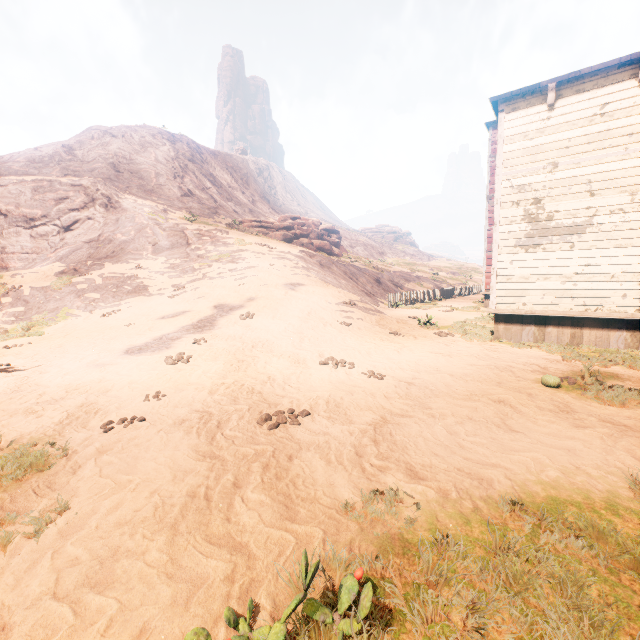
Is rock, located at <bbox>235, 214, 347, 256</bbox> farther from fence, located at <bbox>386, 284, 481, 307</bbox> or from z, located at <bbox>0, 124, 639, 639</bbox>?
fence, located at <bbox>386, 284, 481, 307</bbox>

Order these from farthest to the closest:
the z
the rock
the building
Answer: the rock, the building, the z

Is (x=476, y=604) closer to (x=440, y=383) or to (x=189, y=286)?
(x=440, y=383)

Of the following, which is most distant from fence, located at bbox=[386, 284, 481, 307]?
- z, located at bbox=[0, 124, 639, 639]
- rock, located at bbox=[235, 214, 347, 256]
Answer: rock, located at bbox=[235, 214, 347, 256]

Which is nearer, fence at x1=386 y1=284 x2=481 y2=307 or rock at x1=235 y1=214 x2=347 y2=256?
fence at x1=386 y1=284 x2=481 y2=307

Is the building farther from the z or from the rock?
the rock

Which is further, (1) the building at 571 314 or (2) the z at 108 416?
(1) the building at 571 314

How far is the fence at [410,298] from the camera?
22.02m
